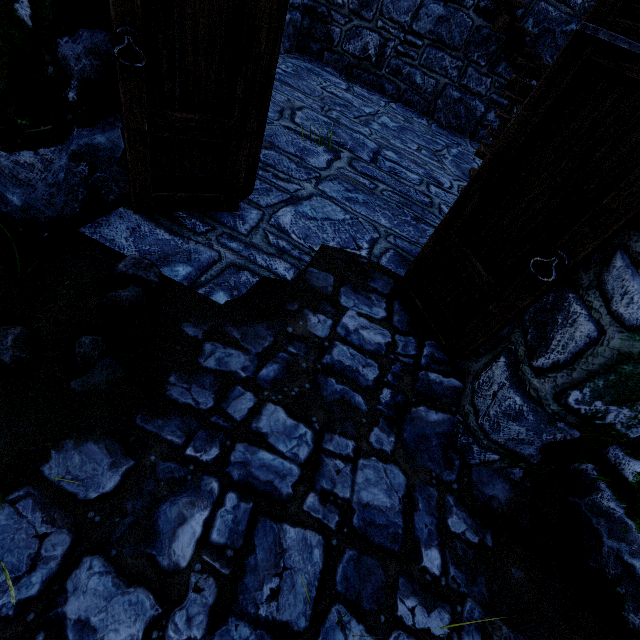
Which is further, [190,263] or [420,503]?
A: [190,263]

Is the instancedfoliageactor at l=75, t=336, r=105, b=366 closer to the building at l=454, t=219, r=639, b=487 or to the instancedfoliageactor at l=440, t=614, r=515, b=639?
the building at l=454, t=219, r=639, b=487

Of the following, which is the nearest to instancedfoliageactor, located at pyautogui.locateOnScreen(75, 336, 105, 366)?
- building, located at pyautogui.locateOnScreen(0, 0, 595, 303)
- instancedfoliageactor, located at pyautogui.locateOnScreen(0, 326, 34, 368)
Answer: instancedfoliageactor, located at pyautogui.locateOnScreen(0, 326, 34, 368)

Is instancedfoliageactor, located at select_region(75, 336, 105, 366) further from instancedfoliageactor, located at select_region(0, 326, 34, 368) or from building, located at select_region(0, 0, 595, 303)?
building, located at select_region(0, 0, 595, 303)

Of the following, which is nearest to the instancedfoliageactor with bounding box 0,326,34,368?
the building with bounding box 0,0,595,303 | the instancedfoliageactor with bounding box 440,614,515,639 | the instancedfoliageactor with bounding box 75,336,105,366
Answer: the instancedfoliageactor with bounding box 75,336,105,366

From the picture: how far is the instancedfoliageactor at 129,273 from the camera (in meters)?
1.87

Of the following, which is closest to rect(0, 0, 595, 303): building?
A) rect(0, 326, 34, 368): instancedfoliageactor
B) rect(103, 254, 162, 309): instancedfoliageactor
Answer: rect(103, 254, 162, 309): instancedfoliageactor

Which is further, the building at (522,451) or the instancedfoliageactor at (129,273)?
the instancedfoliageactor at (129,273)
